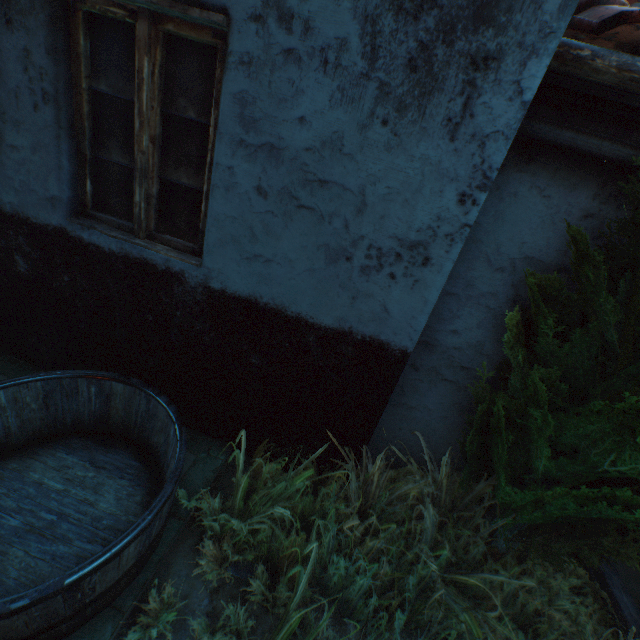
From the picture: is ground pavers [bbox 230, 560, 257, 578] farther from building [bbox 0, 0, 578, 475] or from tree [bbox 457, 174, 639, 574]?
tree [bbox 457, 174, 639, 574]

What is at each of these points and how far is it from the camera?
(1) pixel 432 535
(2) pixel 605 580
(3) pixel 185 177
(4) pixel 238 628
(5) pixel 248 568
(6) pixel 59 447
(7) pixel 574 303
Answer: (1) plants, 2.0 meters
(2) fence, 2.3 meters
(3) building, 2.1 meters
(4) plants, 1.7 meters
(5) ground pavers, 2.0 meters
(6) cask, 2.2 meters
(7) tree, 1.8 meters

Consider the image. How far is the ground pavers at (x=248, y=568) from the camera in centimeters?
194cm

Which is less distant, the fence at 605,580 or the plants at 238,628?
the plants at 238,628

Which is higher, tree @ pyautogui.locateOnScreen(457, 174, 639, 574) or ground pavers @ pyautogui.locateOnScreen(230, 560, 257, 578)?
tree @ pyautogui.locateOnScreen(457, 174, 639, 574)

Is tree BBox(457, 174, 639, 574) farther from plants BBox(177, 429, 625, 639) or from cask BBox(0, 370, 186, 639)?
cask BBox(0, 370, 186, 639)

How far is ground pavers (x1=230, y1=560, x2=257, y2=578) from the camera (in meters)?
1.94

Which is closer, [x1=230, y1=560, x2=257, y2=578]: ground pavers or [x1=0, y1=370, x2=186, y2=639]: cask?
[x1=0, y1=370, x2=186, y2=639]: cask
